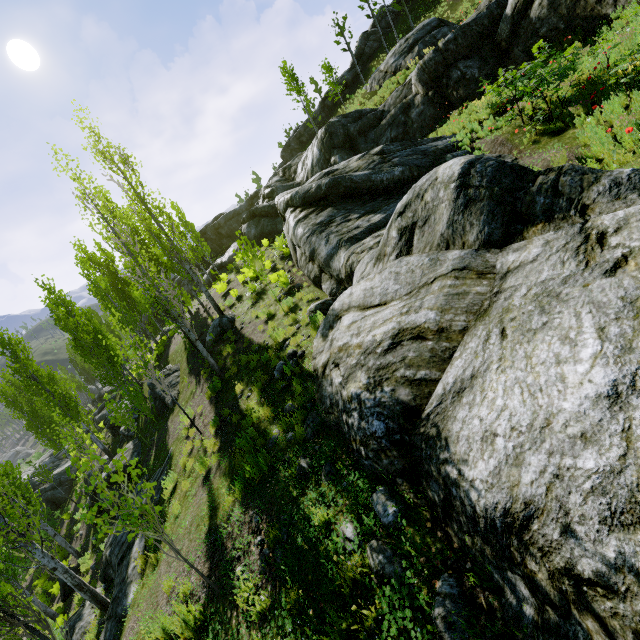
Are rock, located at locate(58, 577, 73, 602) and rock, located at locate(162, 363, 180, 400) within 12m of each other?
yes

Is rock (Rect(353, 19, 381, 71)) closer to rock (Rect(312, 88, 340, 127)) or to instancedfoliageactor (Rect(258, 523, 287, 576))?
rock (Rect(312, 88, 340, 127))

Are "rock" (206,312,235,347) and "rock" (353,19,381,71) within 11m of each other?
no

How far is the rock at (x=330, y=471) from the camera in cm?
461

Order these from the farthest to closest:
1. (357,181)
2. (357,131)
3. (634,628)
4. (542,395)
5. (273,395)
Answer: (357,131), (357,181), (273,395), (542,395), (634,628)

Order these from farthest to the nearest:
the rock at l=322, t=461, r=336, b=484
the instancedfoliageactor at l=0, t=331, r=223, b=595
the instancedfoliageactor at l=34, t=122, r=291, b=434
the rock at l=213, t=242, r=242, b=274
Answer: the rock at l=213, t=242, r=242, b=274 → the instancedfoliageactor at l=34, t=122, r=291, b=434 → the rock at l=322, t=461, r=336, b=484 → the instancedfoliageactor at l=0, t=331, r=223, b=595

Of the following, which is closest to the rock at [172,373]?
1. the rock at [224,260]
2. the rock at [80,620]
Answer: the rock at [80,620]

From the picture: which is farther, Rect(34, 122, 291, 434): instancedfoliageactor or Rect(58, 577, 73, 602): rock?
Rect(58, 577, 73, 602): rock
